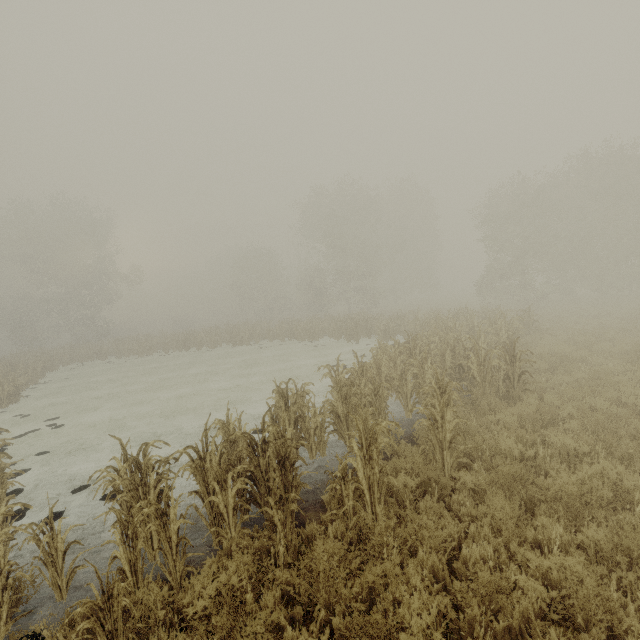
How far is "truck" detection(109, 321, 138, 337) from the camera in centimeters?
5325cm

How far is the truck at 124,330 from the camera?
53.2m

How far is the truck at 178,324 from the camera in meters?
53.3

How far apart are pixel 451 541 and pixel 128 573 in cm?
434

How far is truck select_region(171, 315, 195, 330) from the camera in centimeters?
5326cm
